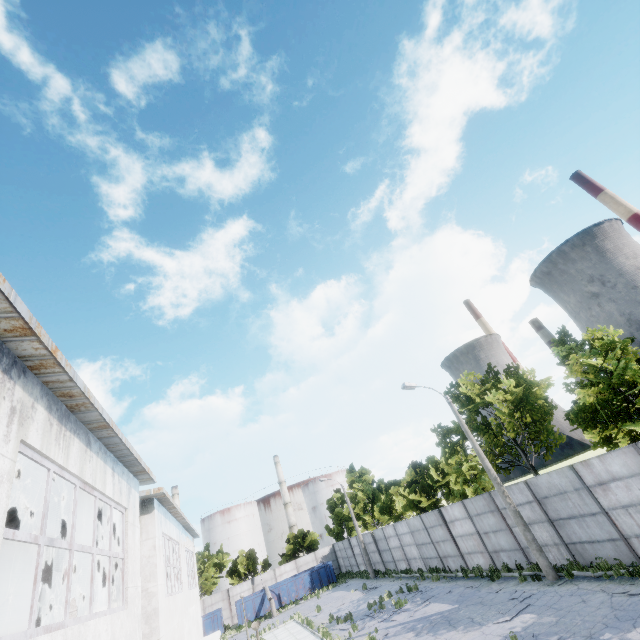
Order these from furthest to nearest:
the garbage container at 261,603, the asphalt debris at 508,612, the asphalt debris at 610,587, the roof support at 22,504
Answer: the garbage container at 261,603
the asphalt debris at 508,612
the asphalt debris at 610,587
the roof support at 22,504

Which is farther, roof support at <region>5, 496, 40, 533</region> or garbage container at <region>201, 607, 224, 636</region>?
garbage container at <region>201, 607, 224, 636</region>

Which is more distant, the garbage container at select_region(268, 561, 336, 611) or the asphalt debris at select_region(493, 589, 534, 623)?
the garbage container at select_region(268, 561, 336, 611)

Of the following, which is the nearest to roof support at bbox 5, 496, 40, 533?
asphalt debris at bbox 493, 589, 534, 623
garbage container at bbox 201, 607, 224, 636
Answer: asphalt debris at bbox 493, 589, 534, 623

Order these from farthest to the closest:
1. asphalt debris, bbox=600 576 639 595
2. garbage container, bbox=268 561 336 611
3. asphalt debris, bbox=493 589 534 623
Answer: garbage container, bbox=268 561 336 611
asphalt debris, bbox=493 589 534 623
asphalt debris, bbox=600 576 639 595

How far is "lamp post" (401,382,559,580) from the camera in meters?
14.3 m

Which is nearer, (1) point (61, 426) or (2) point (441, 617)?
(1) point (61, 426)

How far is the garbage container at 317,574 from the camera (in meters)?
36.81
